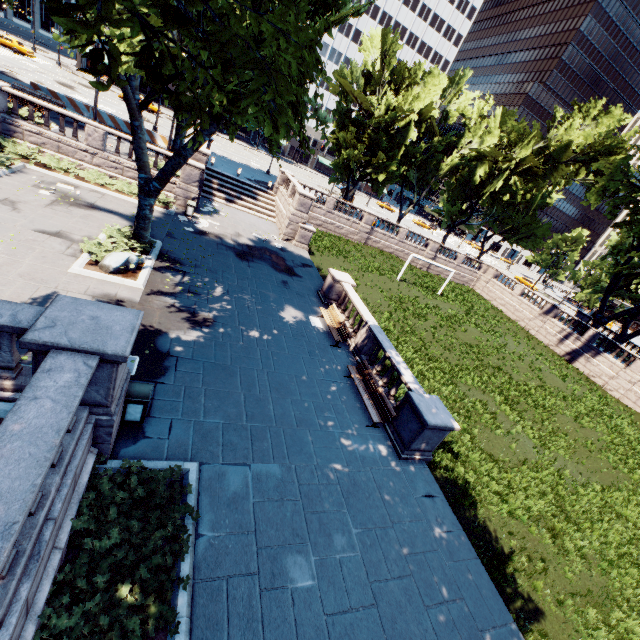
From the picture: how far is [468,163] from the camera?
42.8 meters

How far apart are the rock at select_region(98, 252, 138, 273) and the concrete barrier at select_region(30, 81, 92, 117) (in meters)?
21.20

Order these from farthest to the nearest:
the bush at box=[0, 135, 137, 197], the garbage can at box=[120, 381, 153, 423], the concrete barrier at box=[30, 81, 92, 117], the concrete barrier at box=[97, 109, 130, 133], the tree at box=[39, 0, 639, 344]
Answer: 1. the concrete barrier at box=[97, 109, 130, 133]
2. the concrete barrier at box=[30, 81, 92, 117]
3. the bush at box=[0, 135, 137, 197]
4. the garbage can at box=[120, 381, 153, 423]
5. the tree at box=[39, 0, 639, 344]

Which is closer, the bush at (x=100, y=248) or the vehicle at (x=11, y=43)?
the bush at (x=100, y=248)

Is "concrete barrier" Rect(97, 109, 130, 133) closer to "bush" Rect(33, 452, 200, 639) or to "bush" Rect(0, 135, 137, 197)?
"bush" Rect(0, 135, 137, 197)

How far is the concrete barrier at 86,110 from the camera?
25.1 meters

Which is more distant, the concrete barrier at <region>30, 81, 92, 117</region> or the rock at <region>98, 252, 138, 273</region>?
the concrete barrier at <region>30, 81, 92, 117</region>

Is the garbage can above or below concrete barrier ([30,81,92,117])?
below
